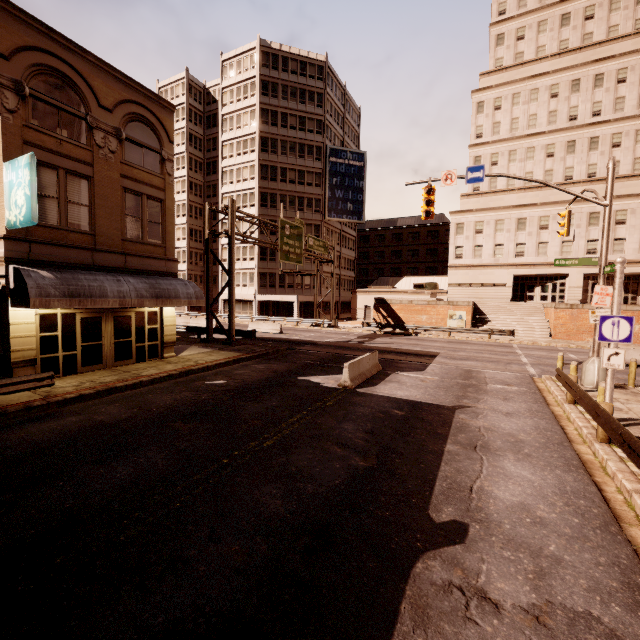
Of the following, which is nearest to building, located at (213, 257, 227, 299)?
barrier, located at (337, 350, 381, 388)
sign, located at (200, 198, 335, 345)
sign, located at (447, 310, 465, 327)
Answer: sign, located at (200, 198, 335, 345)

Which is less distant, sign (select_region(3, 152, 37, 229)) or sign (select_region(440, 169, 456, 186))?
sign (select_region(3, 152, 37, 229))

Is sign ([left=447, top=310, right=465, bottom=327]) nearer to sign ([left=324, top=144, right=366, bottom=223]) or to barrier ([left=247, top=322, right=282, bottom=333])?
barrier ([left=247, top=322, right=282, bottom=333])

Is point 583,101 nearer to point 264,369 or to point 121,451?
point 264,369

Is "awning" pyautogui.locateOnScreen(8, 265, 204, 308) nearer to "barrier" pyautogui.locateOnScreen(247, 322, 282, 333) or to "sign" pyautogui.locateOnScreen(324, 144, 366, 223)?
"barrier" pyautogui.locateOnScreen(247, 322, 282, 333)

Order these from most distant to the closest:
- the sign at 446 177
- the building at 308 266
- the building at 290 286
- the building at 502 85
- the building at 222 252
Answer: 1. the building at 222 252
2. the building at 308 266
3. the building at 290 286
4. the building at 502 85
5. the sign at 446 177

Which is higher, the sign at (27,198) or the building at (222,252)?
the building at (222,252)

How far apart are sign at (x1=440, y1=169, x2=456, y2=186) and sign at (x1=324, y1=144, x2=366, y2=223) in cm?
3353
